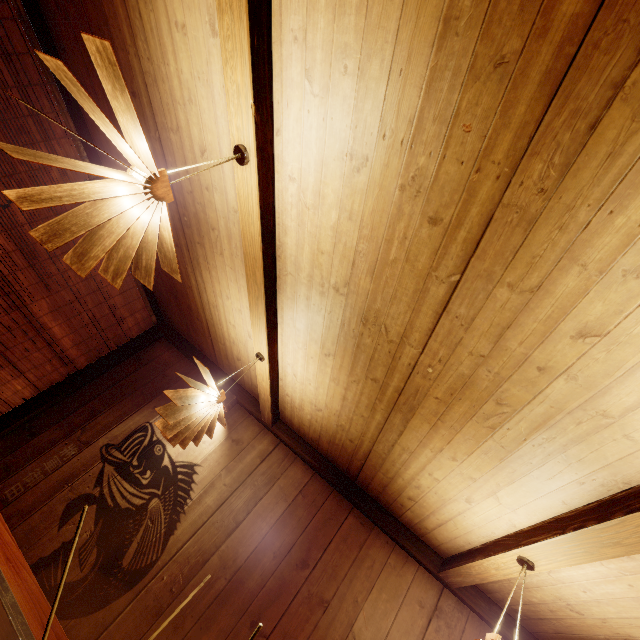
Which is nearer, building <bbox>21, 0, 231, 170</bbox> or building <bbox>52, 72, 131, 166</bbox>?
building <bbox>21, 0, 231, 170</bbox>

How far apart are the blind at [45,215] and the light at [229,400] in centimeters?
341cm

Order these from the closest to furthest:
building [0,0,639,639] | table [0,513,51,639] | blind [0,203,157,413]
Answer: building [0,0,639,639] < table [0,513,51,639] < blind [0,203,157,413]

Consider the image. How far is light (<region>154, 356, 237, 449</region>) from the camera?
3.44m

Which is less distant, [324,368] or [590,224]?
[590,224]

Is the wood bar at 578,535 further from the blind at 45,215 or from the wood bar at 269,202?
the blind at 45,215
